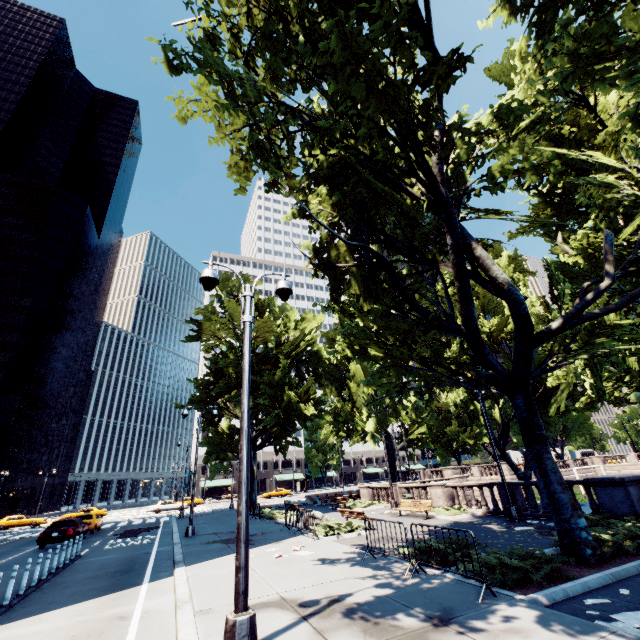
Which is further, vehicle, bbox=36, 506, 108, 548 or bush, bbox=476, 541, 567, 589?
vehicle, bbox=36, 506, 108, 548

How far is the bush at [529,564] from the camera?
7.0 meters

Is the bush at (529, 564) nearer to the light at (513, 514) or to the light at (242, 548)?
the light at (242, 548)

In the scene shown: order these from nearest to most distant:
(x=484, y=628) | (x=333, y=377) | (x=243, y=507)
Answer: (x=484, y=628) → (x=243, y=507) → (x=333, y=377)

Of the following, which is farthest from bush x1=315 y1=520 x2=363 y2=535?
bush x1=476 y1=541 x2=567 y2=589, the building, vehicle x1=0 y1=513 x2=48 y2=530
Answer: the building

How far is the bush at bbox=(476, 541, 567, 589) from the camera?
7.0 meters

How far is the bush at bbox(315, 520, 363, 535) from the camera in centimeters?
1488cm

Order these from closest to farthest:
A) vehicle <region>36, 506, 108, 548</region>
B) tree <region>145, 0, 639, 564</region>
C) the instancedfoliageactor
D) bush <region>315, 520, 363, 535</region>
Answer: the instancedfoliageactor → tree <region>145, 0, 639, 564</region> → bush <region>315, 520, 363, 535</region> → vehicle <region>36, 506, 108, 548</region>
